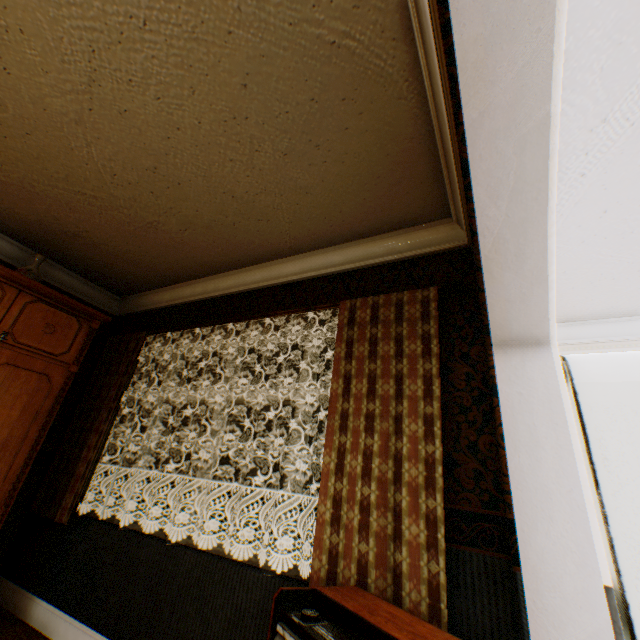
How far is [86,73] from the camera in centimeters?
181cm

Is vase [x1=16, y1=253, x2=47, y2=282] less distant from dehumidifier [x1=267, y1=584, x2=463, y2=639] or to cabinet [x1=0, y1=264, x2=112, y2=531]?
cabinet [x1=0, y1=264, x2=112, y2=531]

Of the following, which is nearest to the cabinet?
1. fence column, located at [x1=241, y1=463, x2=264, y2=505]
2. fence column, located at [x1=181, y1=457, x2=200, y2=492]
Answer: fence column, located at [x1=241, y1=463, x2=264, y2=505]

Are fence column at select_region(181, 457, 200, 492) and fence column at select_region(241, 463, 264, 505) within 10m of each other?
yes

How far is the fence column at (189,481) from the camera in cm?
2262

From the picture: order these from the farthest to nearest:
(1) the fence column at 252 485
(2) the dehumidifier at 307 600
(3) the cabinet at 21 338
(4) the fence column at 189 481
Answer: (4) the fence column at 189 481, (1) the fence column at 252 485, (3) the cabinet at 21 338, (2) the dehumidifier at 307 600

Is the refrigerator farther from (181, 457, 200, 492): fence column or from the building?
(181, 457, 200, 492): fence column

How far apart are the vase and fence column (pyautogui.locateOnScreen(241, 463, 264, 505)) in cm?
2011
